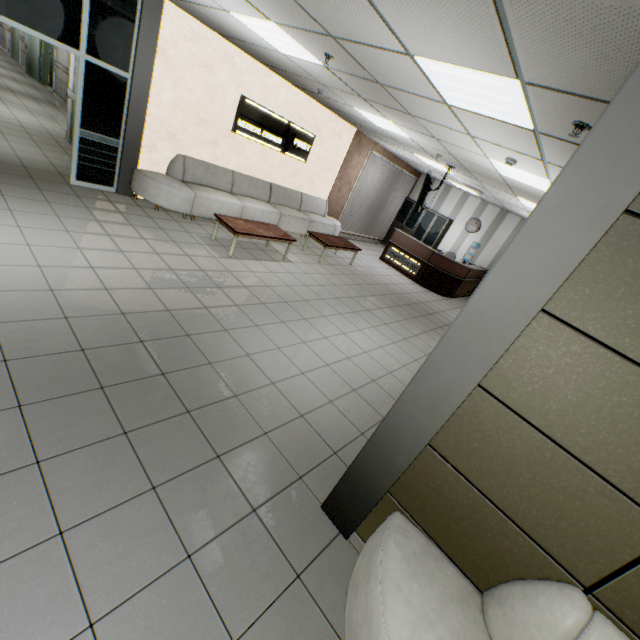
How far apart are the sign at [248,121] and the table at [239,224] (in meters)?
2.11

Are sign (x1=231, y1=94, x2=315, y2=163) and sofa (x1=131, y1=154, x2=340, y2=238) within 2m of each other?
yes

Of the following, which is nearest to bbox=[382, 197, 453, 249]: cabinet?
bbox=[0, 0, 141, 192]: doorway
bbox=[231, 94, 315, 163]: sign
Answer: bbox=[231, 94, 315, 163]: sign

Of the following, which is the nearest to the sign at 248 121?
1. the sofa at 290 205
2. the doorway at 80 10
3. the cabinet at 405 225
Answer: the sofa at 290 205

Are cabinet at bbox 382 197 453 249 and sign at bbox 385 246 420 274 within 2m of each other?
no

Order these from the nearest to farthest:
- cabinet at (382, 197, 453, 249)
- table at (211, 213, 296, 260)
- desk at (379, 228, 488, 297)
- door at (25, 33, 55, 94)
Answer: table at (211, 213, 296, 260), desk at (379, 228, 488, 297), door at (25, 33, 55, 94), cabinet at (382, 197, 453, 249)

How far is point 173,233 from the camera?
5.9 meters

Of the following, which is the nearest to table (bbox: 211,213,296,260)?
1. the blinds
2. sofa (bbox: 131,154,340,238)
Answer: sofa (bbox: 131,154,340,238)
